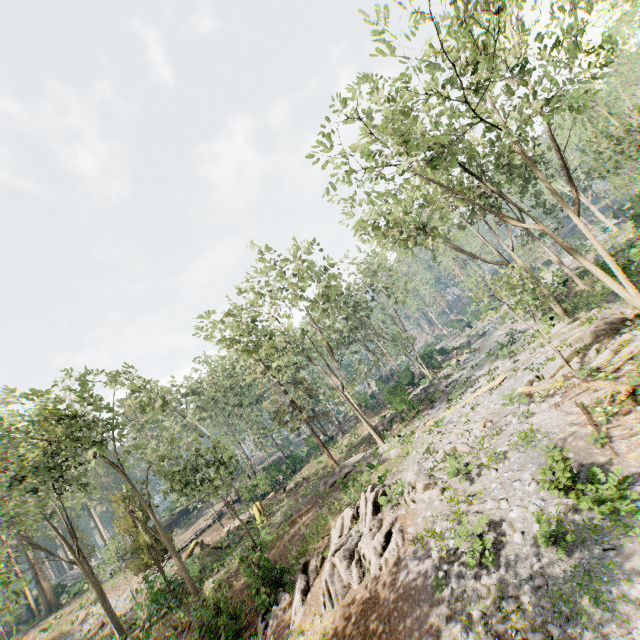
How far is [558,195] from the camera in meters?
16.2

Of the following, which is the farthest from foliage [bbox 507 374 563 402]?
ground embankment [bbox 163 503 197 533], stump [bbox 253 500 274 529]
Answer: stump [bbox 253 500 274 529]

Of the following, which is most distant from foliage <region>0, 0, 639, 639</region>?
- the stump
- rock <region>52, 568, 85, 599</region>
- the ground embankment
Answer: the stump

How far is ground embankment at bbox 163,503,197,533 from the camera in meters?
47.1 m

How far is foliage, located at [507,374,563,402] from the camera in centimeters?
1562cm

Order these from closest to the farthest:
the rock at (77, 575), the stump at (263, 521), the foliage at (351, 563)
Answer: the foliage at (351, 563), the stump at (263, 521), the rock at (77, 575)

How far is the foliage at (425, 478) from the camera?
14.1m

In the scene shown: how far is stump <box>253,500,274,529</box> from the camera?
27.9m
